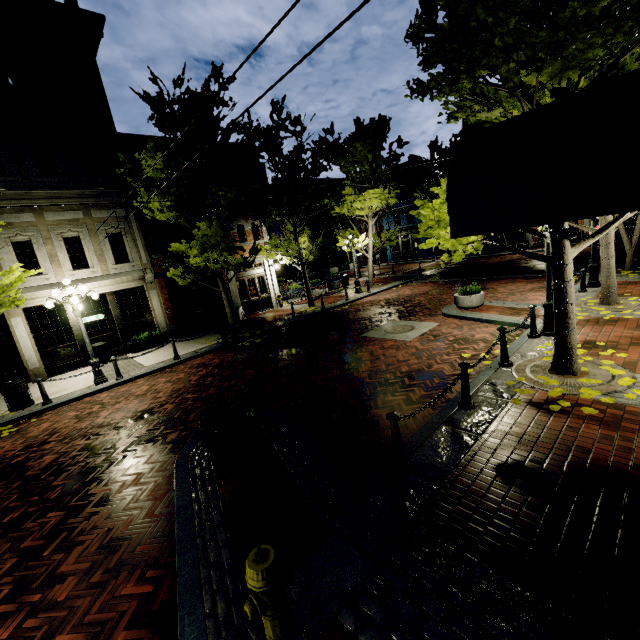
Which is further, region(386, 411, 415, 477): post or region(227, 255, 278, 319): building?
region(227, 255, 278, 319): building

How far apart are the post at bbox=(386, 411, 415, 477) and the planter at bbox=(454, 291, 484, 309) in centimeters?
880cm

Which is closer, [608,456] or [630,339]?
[608,456]

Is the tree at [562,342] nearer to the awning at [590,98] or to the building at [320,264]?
the awning at [590,98]

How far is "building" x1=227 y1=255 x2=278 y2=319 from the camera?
18.9m

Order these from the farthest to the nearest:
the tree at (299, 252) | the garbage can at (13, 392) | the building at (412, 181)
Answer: the building at (412, 181) → the tree at (299, 252) → the garbage can at (13, 392)

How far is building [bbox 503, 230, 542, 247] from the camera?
29.5 meters
